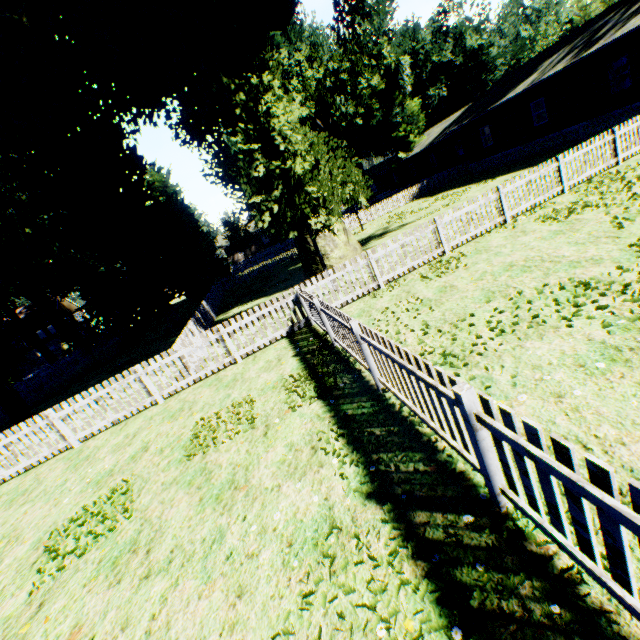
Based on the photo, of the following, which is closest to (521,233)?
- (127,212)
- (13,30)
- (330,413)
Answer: (330,413)

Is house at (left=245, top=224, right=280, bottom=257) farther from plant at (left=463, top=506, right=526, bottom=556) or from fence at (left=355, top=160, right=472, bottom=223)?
plant at (left=463, top=506, right=526, bottom=556)

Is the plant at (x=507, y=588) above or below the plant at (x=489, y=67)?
below

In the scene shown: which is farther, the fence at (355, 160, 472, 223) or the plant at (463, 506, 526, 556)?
the fence at (355, 160, 472, 223)

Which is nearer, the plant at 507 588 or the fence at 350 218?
the plant at 507 588

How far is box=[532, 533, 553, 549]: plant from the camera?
2.46m

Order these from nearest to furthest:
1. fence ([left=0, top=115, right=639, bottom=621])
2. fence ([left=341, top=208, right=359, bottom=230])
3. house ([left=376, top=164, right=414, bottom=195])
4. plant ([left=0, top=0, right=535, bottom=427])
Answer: fence ([left=0, top=115, right=639, bottom=621]) → plant ([left=0, top=0, right=535, bottom=427]) → fence ([left=341, top=208, right=359, bottom=230]) → house ([left=376, top=164, right=414, bottom=195])
